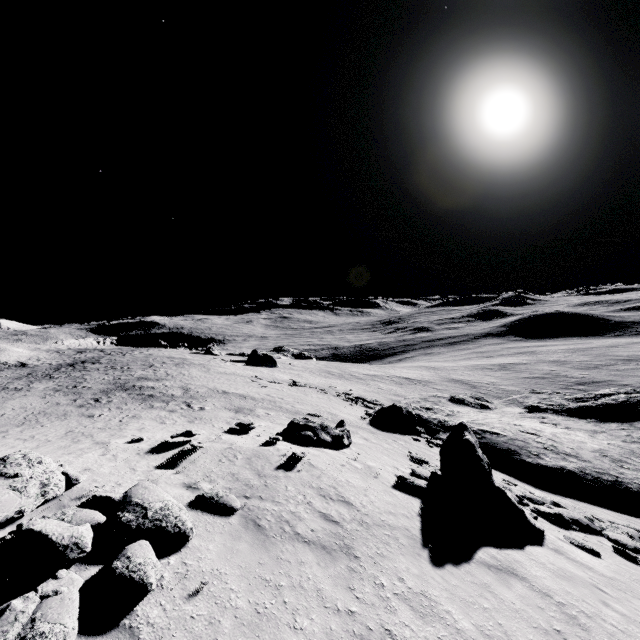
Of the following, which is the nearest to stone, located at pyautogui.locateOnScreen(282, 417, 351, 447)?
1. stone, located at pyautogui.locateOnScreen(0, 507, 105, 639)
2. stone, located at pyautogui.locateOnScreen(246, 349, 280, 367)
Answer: stone, located at pyautogui.locateOnScreen(0, 507, 105, 639)

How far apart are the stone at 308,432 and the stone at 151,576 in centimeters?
820cm

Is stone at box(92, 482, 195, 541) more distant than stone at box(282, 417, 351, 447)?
No

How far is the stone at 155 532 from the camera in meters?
6.4 m

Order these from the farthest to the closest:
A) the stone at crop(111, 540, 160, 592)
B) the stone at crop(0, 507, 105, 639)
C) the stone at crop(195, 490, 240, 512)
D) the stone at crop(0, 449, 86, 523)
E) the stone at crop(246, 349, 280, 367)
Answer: the stone at crop(246, 349, 280, 367) → the stone at crop(195, 490, 240, 512) → the stone at crop(0, 449, 86, 523) → the stone at crop(111, 540, 160, 592) → the stone at crop(0, 507, 105, 639)

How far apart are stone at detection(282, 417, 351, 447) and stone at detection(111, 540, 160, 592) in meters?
8.2

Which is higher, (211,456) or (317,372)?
(211,456)

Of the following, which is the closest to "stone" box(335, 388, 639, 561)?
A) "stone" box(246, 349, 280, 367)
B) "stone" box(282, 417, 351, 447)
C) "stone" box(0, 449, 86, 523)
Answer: "stone" box(282, 417, 351, 447)
